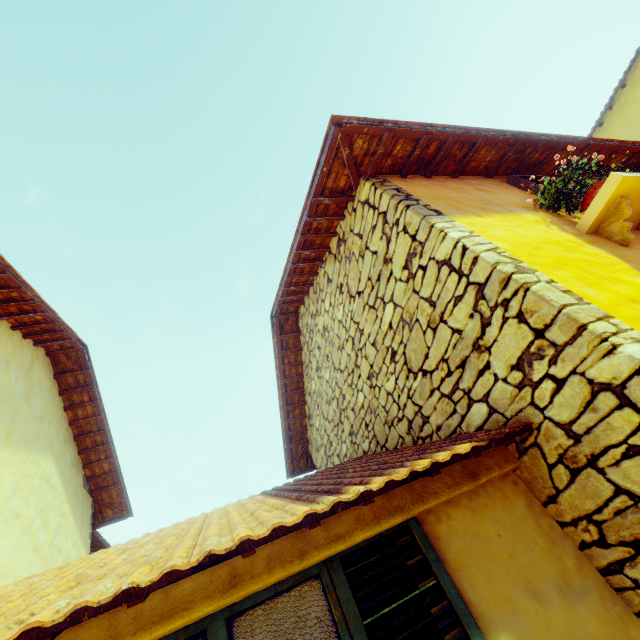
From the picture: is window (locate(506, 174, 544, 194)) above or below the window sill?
above

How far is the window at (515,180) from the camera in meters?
3.5 m

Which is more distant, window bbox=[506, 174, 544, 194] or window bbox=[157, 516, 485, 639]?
window bbox=[506, 174, 544, 194]

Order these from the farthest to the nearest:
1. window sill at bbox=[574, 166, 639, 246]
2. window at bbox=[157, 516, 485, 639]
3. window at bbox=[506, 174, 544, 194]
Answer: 1. window at bbox=[506, 174, 544, 194]
2. window sill at bbox=[574, 166, 639, 246]
3. window at bbox=[157, 516, 485, 639]

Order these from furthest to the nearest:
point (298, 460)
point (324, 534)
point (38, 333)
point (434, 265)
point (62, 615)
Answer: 1. point (298, 460)
2. point (38, 333)
3. point (434, 265)
4. point (324, 534)
5. point (62, 615)

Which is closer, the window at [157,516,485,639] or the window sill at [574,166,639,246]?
the window at [157,516,485,639]

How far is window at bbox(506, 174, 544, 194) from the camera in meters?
3.5

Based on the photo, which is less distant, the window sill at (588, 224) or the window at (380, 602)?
the window at (380, 602)
